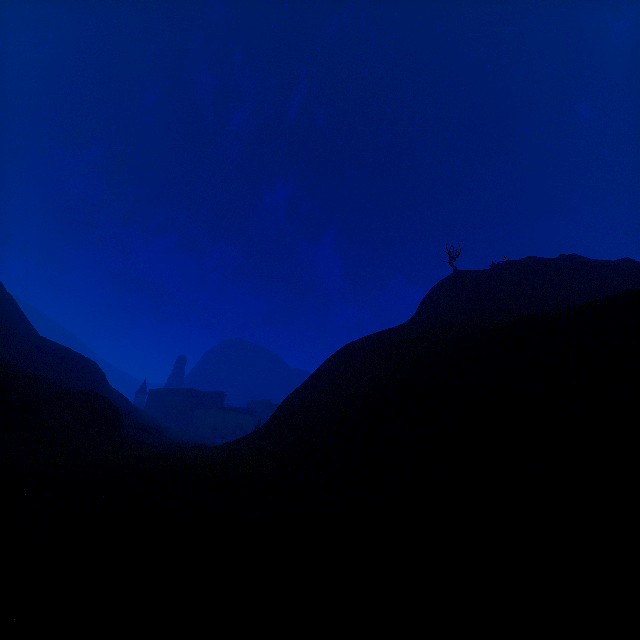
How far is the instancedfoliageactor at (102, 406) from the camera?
20.6 meters

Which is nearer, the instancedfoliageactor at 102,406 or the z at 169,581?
the z at 169,581

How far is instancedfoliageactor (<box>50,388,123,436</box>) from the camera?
20.6 meters

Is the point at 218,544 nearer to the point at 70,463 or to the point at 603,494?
the point at 603,494

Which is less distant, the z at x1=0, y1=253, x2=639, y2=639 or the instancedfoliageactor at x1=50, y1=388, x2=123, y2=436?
the z at x1=0, y1=253, x2=639, y2=639
